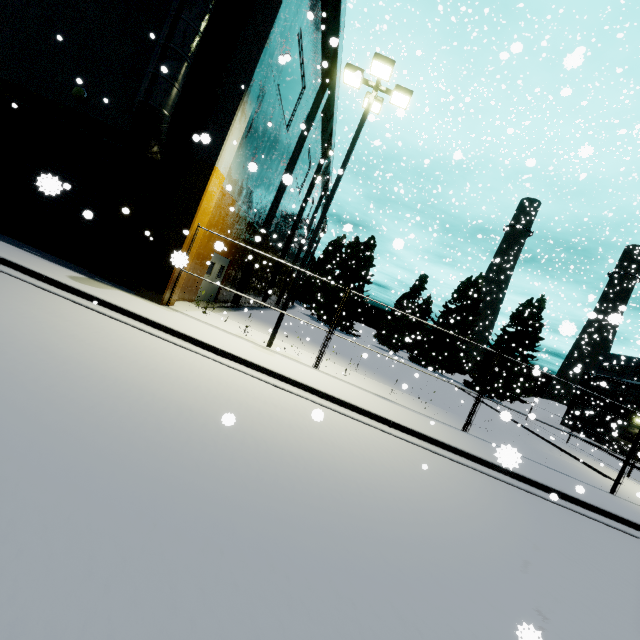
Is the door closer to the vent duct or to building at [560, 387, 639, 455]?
building at [560, 387, 639, 455]

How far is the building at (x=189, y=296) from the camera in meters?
11.4 m

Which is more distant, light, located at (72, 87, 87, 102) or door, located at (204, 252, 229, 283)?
door, located at (204, 252, 229, 283)

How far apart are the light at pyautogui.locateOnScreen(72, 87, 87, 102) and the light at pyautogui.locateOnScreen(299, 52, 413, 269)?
8.7 meters

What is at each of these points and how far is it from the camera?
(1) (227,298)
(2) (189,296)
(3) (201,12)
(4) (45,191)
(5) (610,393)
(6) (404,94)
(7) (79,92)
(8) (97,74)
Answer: (1) building, 19.6 meters
(2) building, 14.0 meters
(3) vent duct, 9.0 meters
(4) roll-up door, 2.6 meters
(5) building, 38.5 meters
(6) light, 10.7 meters
(7) light, 10.8 meters
(8) building, 10.9 meters

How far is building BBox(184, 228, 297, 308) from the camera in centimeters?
1297cm

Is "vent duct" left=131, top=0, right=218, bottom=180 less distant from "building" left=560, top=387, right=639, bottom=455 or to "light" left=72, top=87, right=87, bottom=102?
"building" left=560, top=387, right=639, bottom=455

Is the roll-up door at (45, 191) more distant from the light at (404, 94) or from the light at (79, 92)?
the light at (404, 94)
